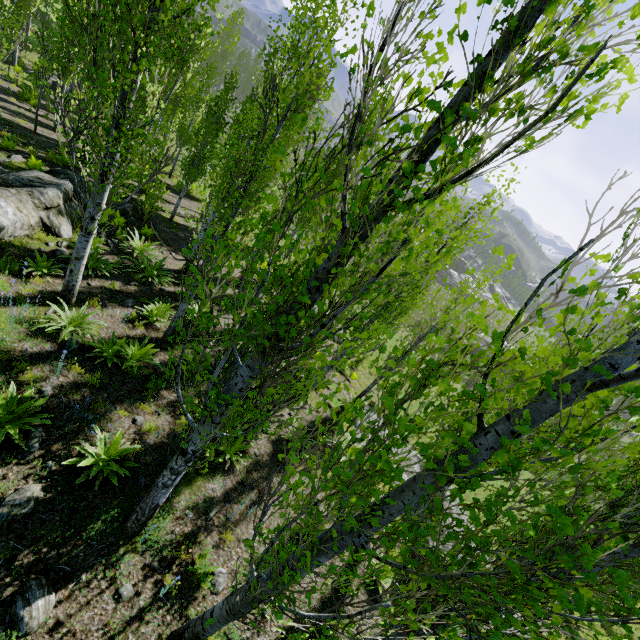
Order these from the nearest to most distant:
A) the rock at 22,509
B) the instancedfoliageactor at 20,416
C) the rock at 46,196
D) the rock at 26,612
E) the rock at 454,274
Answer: the rock at 26,612 < the rock at 22,509 < the instancedfoliageactor at 20,416 < the rock at 46,196 < the rock at 454,274

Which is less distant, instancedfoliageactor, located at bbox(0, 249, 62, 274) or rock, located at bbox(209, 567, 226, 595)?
rock, located at bbox(209, 567, 226, 595)

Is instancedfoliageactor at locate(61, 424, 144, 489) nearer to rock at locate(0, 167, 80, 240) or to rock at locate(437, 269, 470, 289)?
rock at locate(0, 167, 80, 240)

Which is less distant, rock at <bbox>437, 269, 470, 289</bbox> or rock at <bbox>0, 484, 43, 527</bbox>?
rock at <bbox>0, 484, 43, 527</bbox>

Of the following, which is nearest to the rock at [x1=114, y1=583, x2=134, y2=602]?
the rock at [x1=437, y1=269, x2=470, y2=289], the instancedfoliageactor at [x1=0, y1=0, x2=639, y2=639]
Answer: the instancedfoliageactor at [x1=0, y1=0, x2=639, y2=639]

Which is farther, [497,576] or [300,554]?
[300,554]

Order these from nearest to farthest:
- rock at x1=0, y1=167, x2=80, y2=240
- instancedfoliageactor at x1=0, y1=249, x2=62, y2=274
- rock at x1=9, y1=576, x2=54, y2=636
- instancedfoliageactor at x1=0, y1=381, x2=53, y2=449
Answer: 1. rock at x1=9, y1=576, x2=54, y2=636
2. instancedfoliageactor at x1=0, y1=381, x2=53, y2=449
3. instancedfoliageactor at x1=0, y1=249, x2=62, y2=274
4. rock at x1=0, y1=167, x2=80, y2=240

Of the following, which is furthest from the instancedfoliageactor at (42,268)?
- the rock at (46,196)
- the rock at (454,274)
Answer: the rock at (454,274)
